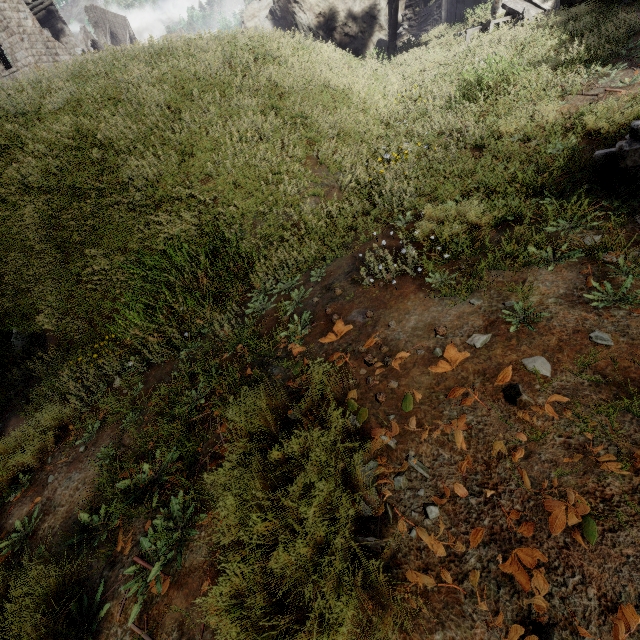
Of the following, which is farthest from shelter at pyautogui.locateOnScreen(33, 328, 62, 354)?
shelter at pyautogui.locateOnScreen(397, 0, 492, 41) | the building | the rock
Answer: shelter at pyautogui.locateOnScreen(397, 0, 492, 41)

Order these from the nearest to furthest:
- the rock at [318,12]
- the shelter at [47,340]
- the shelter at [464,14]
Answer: the shelter at [47,340] → the shelter at [464,14] → the rock at [318,12]

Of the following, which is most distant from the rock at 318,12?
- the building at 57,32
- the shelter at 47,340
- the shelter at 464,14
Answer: the building at 57,32

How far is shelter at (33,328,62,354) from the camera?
4.5 meters

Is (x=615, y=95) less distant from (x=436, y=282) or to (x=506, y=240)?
(x=506, y=240)

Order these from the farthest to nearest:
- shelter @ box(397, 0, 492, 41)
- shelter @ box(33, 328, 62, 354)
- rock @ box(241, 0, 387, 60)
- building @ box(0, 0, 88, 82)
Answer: building @ box(0, 0, 88, 82) → rock @ box(241, 0, 387, 60) → shelter @ box(397, 0, 492, 41) → shelter @ box(33, 328, 62, 354)

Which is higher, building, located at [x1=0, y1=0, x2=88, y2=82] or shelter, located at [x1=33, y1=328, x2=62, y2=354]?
building, located at [x1=0, y1=0, x2=88, y2=82]
